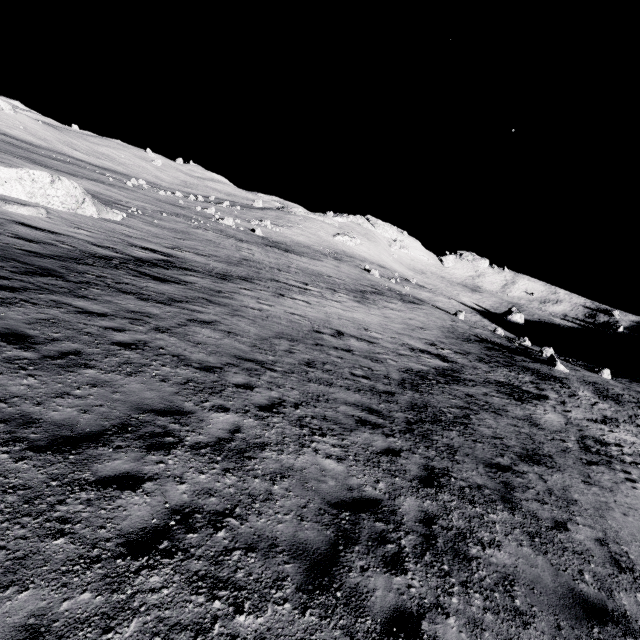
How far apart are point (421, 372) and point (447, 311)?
39.6 meters
